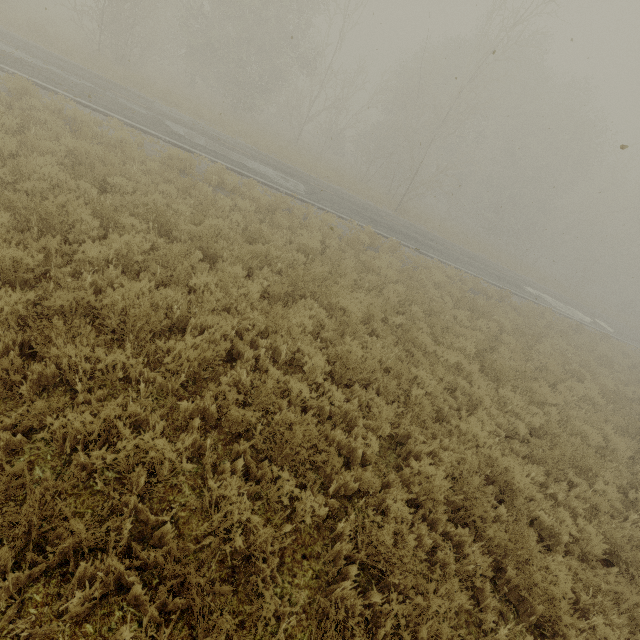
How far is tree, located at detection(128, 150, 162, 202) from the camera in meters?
7.6

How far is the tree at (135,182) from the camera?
7.63m

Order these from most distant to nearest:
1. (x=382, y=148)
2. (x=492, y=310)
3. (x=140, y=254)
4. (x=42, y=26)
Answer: (x=382, y=148)
(x=42, y=26)
(x=492, y=310)
(x=140, y=254)
